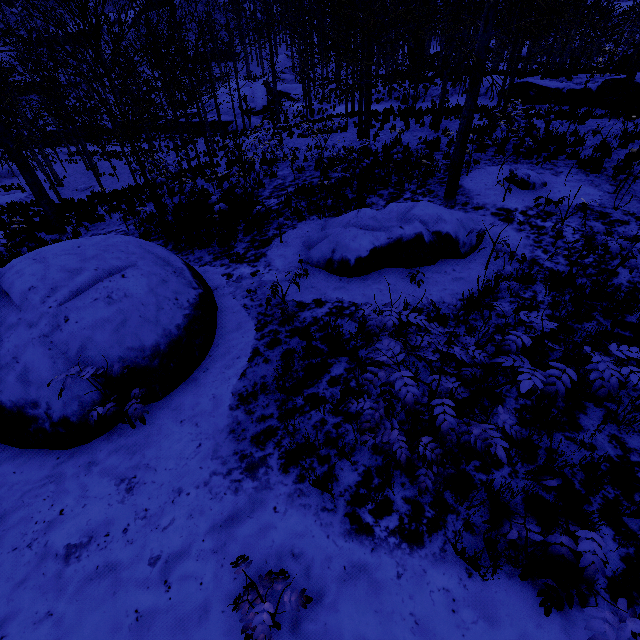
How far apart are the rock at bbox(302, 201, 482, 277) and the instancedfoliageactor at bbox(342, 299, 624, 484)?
3.5 meters

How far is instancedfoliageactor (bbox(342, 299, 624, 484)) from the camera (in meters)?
2.14

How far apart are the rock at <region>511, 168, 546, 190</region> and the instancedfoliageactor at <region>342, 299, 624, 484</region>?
8.02m

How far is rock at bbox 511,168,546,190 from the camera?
8.4m

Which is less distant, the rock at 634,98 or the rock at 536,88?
the rock at 634,98

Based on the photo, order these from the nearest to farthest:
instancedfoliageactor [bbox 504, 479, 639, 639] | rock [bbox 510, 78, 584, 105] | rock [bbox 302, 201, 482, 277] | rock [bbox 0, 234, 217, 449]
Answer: instancedfoliageactor [bbox 504, 479, 639, 639], rock [bbox 0, 234, 217, 449], rock [bbox 302, 201, 482, 277], rock [bbox 510, 78, 584, 105]

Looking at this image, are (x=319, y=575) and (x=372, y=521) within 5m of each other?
yes

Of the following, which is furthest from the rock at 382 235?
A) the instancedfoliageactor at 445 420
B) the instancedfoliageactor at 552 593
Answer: the instancedfoliageactor at 552 593
